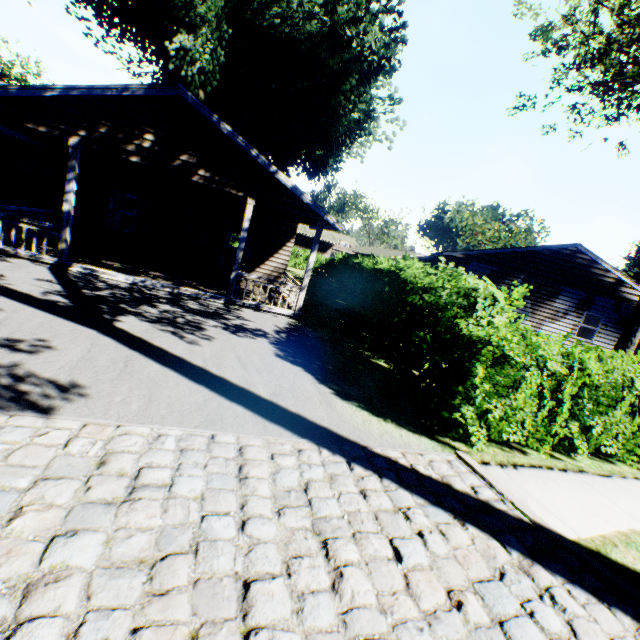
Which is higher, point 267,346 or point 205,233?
point 205,233

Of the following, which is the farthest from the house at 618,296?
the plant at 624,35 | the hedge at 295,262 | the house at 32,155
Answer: the house at 32,155

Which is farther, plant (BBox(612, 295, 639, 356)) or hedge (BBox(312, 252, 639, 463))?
plant (BBox(612, 295, 639, 356))

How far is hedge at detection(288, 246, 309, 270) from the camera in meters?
37.0 m

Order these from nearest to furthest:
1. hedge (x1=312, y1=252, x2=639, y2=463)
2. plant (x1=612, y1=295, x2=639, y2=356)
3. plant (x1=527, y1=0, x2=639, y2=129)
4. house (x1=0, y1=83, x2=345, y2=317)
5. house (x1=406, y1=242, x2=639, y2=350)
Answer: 1. hedge (x1=312, y1=252, x2=639, y2=463)
2. house (x1=0, y1=83, x2=345, y2=317)
3. plant (x1=527, y1=0, x2=639, y2=129)
4. plant (x1=612, y1=295, x2=639, y2=356)
5. house (x1=406, y1=242, x2=639, y2=350)

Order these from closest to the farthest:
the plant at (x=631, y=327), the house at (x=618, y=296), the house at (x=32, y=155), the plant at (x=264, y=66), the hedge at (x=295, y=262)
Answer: the house at (x=32, y=155) → the plant at (x=631, y=327) → the plant at (x=264, y=66) → the house at (x=618, y=296) → the hedge at (x=295, y=262)

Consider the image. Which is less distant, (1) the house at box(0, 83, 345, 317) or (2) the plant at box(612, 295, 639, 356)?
(1) the house at box(0, 83, 345, 317)

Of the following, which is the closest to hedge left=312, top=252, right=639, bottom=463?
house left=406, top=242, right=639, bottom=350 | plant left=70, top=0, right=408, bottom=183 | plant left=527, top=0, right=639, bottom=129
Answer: plant left=70, top=0, right=408, bottom=183
